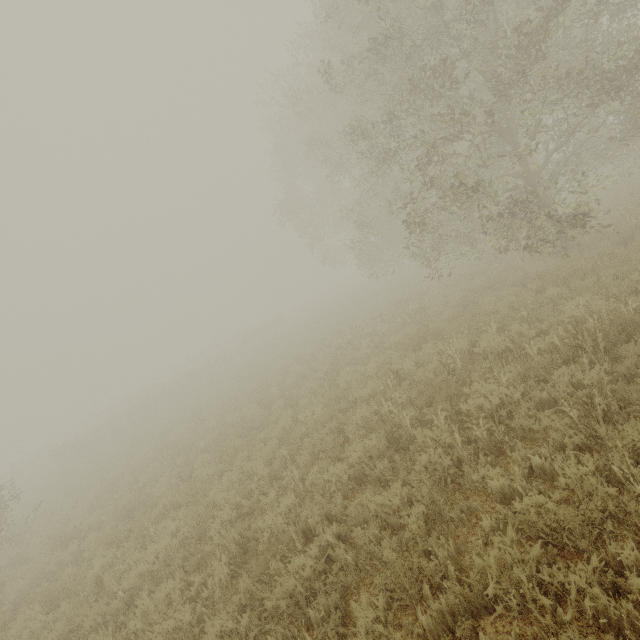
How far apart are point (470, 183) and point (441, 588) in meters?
9.0
